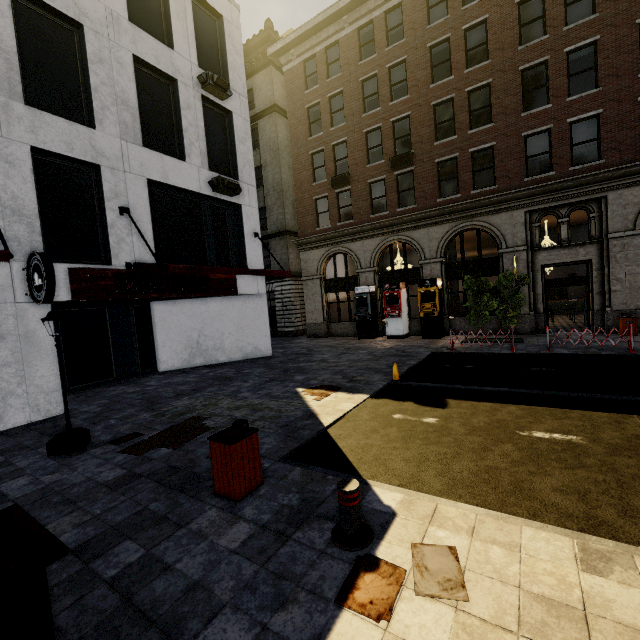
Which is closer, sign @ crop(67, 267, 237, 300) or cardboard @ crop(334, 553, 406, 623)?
cardboard @ crop(334, 553, 406, 623)

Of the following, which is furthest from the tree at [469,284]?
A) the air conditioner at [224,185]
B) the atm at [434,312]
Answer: the air conditioner at [224,185]

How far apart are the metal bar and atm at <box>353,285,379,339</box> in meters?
15.7

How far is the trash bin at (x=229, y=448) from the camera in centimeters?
414cm

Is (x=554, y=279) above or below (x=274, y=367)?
above

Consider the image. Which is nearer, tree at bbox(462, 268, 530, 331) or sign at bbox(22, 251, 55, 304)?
sign at bbox(22, 251, 55, 304)

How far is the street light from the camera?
6.1 meters

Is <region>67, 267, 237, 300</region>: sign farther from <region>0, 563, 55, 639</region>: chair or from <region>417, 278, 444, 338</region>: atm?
<region>417, 278, 444, 338</region>: atm
